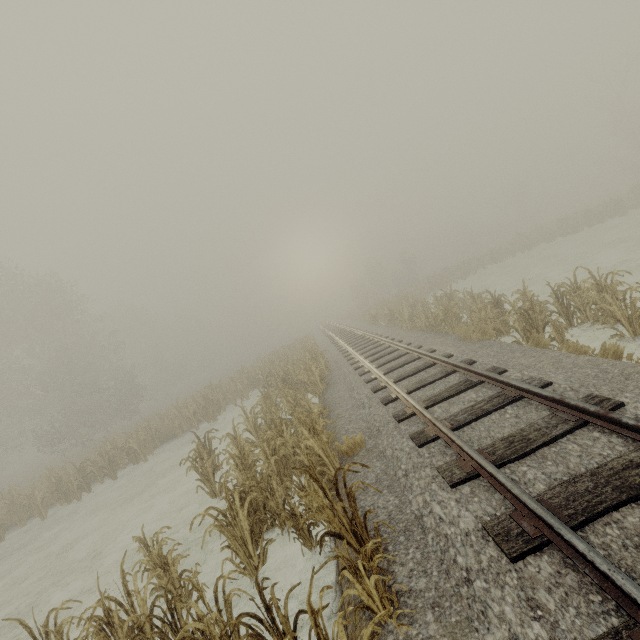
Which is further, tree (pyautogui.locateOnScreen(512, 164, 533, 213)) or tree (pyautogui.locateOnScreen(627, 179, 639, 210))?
tree (pyautogui.locateOnScreen(512, 164, 533, 213))

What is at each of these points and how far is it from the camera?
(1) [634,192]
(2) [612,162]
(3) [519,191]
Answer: (1) tree, 26.4 meters
(2) tree, 39.5 meters
(3) tree, 59.2 meters

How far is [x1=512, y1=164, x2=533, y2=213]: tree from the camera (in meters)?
56.50

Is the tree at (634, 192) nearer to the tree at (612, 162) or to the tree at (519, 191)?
the tree at (612, 162)

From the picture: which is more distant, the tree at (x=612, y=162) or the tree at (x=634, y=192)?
the tree at (x=612, y=162)

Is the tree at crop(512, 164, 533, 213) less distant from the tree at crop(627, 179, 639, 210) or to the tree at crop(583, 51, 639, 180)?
the tree at crop(583, 51, 639, 180)
